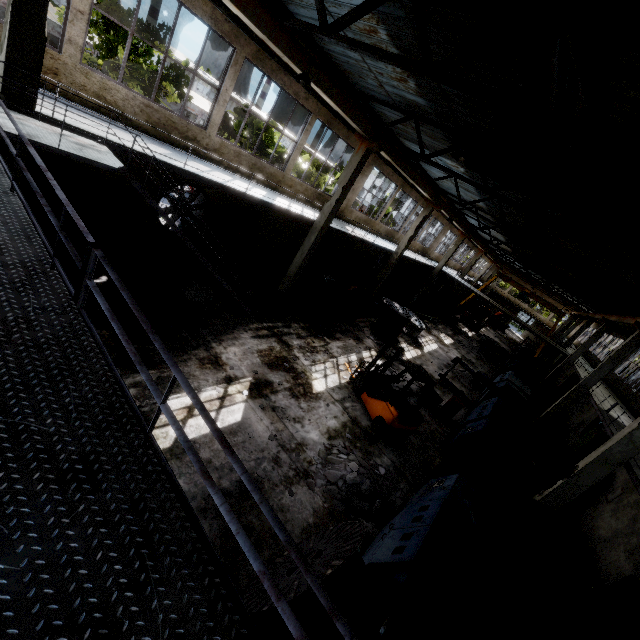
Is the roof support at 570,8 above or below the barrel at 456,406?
above

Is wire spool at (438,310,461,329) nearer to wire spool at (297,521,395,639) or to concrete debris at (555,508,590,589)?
concrete debris at (555,508,590,589)

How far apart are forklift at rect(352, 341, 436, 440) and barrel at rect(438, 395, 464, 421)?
3.6m

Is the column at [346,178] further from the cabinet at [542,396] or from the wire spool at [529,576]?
the cabinet at [542,396]

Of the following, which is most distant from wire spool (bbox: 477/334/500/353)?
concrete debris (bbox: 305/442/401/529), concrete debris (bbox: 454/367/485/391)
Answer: concrete debris (bbox: 305/442/401/529)

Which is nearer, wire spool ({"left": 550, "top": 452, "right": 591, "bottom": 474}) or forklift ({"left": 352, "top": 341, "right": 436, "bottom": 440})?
forklift ({"left": 352, "top": 341, "right": 436, "bottom": 440})

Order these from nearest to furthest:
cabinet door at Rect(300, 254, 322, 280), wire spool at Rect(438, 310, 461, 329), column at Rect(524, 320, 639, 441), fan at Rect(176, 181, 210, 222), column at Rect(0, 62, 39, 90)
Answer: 1. column at Rect(0, 62, 39, 90)
2. fan at Rect(176, 181, 210, 222)
3. column at Rect(524, 320, 639, 441)
4. cabinet door at Rect(300, 254, 322, 280)
5. wire spool at Rect(438, 310, 461, 329)

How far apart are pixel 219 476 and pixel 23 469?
5.6 meters
